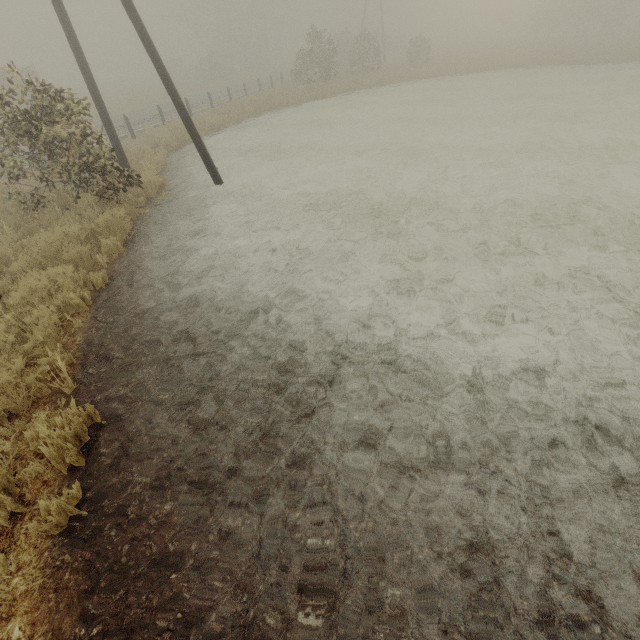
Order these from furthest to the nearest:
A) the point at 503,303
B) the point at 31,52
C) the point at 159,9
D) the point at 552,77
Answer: the point at 31,52, the point at 159,9, the point at 552,77, the point at 503,303
